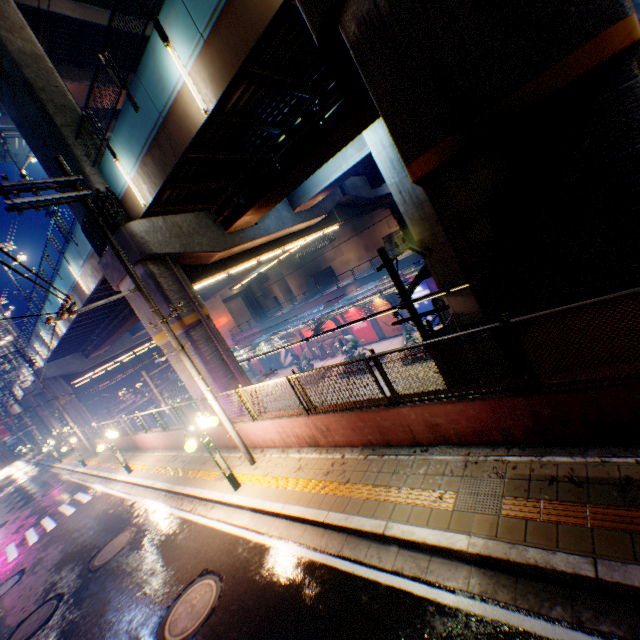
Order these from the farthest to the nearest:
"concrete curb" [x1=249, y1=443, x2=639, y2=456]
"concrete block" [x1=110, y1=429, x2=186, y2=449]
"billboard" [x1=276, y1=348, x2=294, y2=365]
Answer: "billboard" [x1=276, y1=348, x2=294, y2=365], "concrete block" [x1=110, y1=429, x2=186, y2=449], "concrete curb" [x1=249, y1=443, x2=639, y2=456]

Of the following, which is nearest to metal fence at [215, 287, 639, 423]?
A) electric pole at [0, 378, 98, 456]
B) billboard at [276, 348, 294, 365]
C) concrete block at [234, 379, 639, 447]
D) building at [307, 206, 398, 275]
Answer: concrete block at [234, 379, 639, 447]

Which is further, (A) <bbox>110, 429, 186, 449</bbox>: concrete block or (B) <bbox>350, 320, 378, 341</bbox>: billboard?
(B) <bbox>350, 320, 378, 341</bbox>: billboard

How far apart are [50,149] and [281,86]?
10.5m

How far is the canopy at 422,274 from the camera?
17.6m

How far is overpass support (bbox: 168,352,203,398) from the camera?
14.67m

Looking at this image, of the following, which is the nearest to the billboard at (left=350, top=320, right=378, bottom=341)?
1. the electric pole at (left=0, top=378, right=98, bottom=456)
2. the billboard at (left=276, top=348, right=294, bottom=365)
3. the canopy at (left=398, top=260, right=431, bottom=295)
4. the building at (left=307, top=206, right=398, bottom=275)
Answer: the canopy at (left=398, top=260, right=431, bottom=295)

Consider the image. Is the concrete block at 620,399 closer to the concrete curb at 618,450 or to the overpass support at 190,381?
the concrete curb at 618,450
